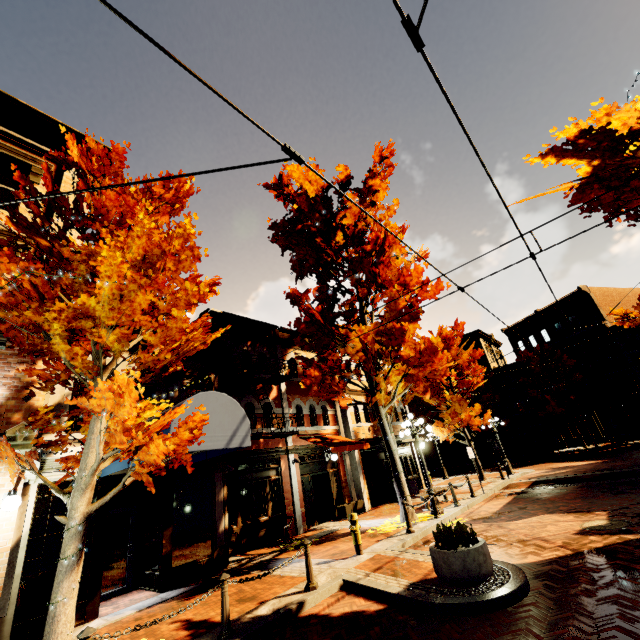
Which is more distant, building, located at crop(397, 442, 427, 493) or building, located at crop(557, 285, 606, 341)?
building, located at crop(557, 285, 606, 341)

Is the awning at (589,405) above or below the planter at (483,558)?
above

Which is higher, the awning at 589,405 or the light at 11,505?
the awning at 589,405

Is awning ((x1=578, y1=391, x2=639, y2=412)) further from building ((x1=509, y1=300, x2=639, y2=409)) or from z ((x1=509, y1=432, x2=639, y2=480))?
z ((x1=509, y1=432, x2=639, y2=480))

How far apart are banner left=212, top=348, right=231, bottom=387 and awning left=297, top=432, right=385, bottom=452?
5.0m

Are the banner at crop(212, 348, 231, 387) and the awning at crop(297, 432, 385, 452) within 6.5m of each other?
yes

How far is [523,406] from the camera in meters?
35.9 m

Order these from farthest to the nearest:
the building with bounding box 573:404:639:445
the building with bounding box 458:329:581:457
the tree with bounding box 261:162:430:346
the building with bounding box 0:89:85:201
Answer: the building with bounding box 458:329:581:457 < the building with bounding box 573:404:639:445 < the tree with bounding box 261:162:430:346 < the building with bounding box 0:89:85:201
